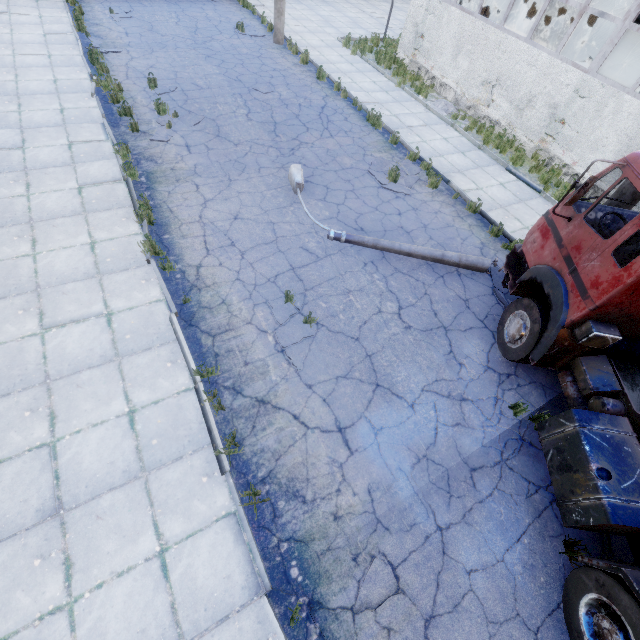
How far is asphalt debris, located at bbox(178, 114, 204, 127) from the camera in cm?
998

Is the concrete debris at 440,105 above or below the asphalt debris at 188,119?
above

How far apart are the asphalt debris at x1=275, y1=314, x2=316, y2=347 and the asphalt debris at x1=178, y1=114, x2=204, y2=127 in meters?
7.1

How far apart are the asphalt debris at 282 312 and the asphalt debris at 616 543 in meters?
5.3 m

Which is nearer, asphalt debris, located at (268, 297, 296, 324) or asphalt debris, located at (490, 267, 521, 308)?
asphalt debris, located at (268, 297, 296, 324)

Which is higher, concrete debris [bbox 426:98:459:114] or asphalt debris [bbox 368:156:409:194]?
concrete debris [bbox 426:98:459:114]

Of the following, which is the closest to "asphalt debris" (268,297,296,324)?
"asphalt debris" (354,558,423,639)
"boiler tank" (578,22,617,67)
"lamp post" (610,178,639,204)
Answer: "asphalt debris" (354,558,423,639)

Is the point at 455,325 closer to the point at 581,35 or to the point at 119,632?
the point at 119,632
